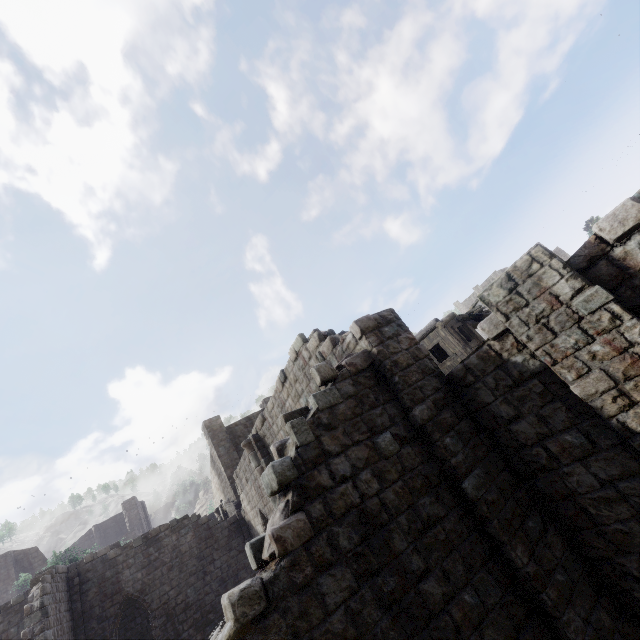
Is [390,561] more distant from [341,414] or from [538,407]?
[538,407]
